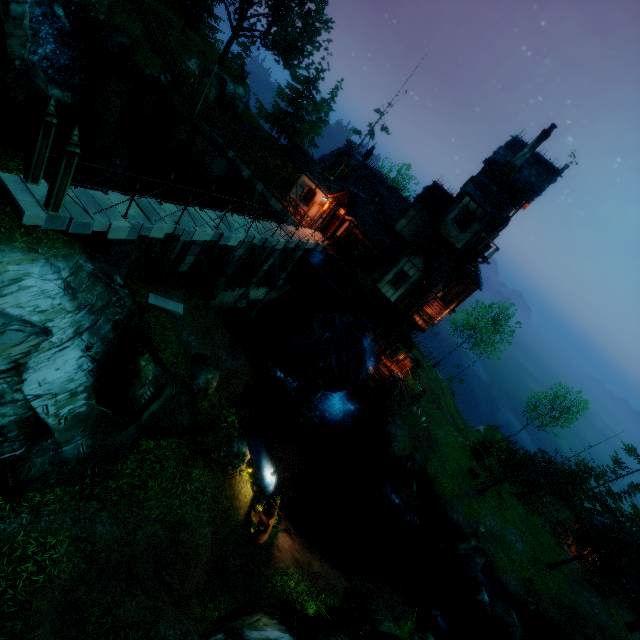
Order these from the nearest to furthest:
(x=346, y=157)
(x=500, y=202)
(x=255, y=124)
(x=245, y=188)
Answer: (x=500, y=202) → (x=346, y=157) → (x=245, y=188) → (x=255, y=124)

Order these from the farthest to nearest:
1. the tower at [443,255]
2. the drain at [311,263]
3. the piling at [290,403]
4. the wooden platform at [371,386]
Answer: the wooden platform at [371,386] < the piling at [290,403] < the drain at [311,263] < the tower at [443,255]

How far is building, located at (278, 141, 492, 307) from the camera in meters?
21.4

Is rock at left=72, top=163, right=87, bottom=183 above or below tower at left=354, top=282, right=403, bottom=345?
below

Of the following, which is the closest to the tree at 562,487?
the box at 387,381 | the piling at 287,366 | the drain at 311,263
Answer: the box at 387,381

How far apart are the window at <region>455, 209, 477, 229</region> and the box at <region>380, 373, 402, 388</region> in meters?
13.0 m

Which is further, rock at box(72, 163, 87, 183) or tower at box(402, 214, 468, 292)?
tower at box(402, 214, 468, 292)

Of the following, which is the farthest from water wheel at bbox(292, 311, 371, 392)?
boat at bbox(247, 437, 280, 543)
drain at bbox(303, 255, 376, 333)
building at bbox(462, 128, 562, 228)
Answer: boat at bbox(247, 437, 280, 543)
